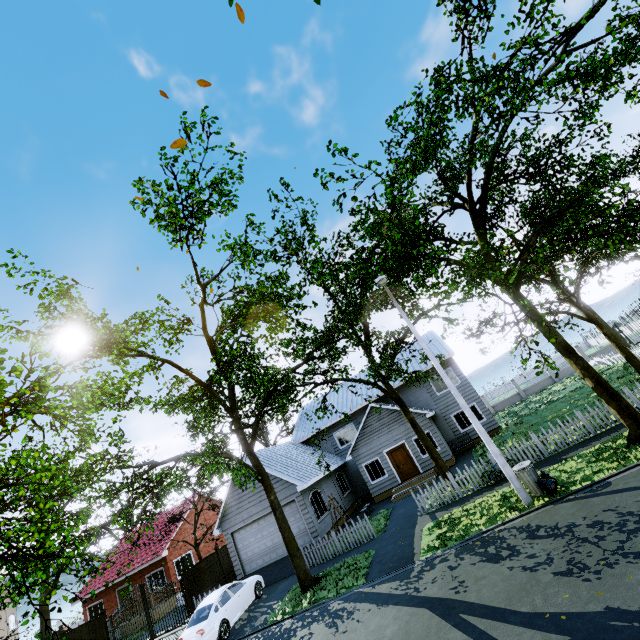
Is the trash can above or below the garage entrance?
above

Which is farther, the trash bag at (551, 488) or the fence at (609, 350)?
the fence at (609, 350)

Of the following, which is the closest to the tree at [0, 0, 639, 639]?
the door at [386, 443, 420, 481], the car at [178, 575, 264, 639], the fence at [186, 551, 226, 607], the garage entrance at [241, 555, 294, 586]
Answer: the fence at [186, 551, 226, 607]

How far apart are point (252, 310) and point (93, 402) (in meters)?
6.21

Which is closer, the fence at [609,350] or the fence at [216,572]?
the fence at [216,572]

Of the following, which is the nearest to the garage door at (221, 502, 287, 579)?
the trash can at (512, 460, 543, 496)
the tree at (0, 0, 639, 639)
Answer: the tree at (0, 0, 639, 639)

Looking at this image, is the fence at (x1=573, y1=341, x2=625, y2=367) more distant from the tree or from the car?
the car

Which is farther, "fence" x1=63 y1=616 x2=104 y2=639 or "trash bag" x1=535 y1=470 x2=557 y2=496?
"fence" x1=63 y1=616 x2=104 y2=639
